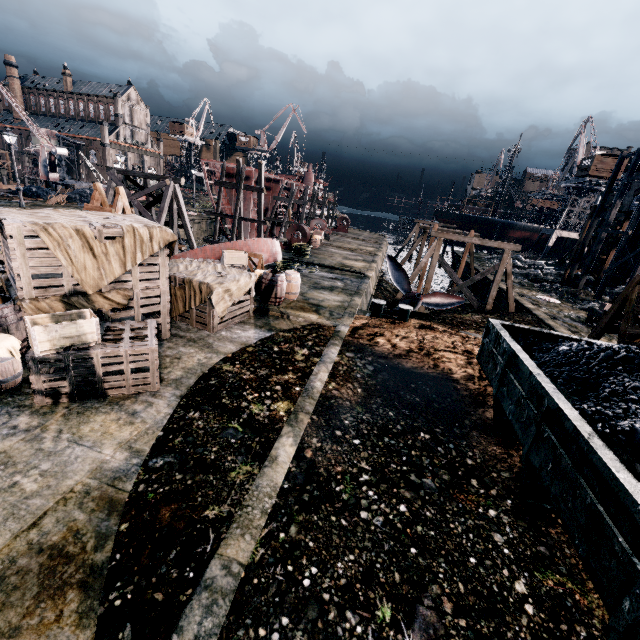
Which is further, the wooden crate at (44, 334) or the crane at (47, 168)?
the crane at (47, 168)

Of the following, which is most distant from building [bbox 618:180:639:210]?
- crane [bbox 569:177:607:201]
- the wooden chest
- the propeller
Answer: crane [bbox 569:177:607:201]

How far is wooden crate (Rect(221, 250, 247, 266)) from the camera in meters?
15.6 m

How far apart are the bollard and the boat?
8.5 meters

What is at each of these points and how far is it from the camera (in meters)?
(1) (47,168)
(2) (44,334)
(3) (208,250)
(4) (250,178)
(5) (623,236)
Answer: (1) crane, 43.12
(2) wooden crate, 6.54
(3) boat, 17.25
(4) ship construction, 39.41
(5) wooden scaffolding, 25.11

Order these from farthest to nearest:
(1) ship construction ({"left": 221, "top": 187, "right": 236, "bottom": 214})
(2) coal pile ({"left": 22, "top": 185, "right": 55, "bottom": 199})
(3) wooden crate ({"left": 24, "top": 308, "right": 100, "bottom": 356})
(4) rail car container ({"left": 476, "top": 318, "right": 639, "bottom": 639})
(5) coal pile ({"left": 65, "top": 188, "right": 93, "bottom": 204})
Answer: (1) ship construction ({"left": 221, "top": 187, "right": 236, "bottom": 214}) → (5) coal pile ({"left": 65, "top": 188, "right": 93, "bottom": 204}) → (2) coal pile ({"left": 22, "top": 185, "right": 55, "bottom": 199}) → (3) wooden crate ({"left": 24, "top": 308, "right": 100, "bottom": 356}) → (4) rail car container ({"left": 476, "top": 318, "right": 639, "bottom": 639})

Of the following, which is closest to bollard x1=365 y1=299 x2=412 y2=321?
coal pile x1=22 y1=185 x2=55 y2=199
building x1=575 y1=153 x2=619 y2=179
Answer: A: coal pile x1=22 y1=185 x2=55 y2=199

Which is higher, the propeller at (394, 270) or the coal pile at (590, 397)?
the coal pile at (590, 397)
